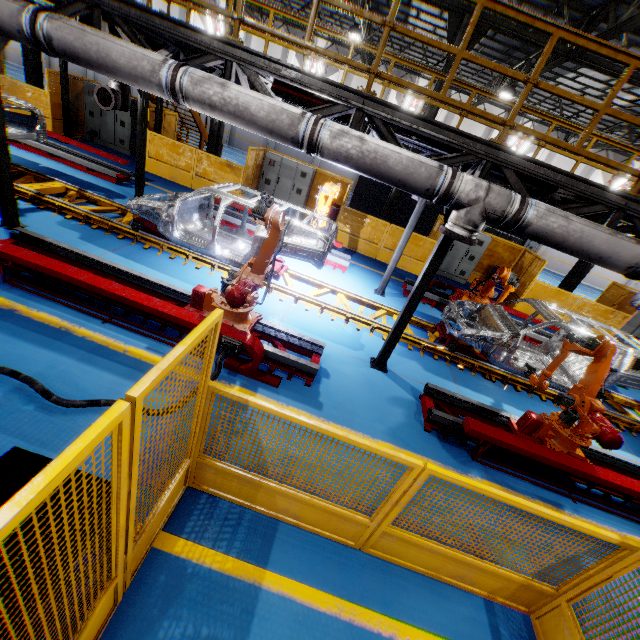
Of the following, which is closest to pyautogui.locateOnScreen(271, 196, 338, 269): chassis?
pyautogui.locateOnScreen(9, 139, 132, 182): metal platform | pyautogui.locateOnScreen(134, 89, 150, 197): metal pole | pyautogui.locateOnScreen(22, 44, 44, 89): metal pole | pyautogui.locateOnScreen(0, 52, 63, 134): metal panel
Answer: pyautogui.locateOnScreen(134, 89, 150, 197): metal pole

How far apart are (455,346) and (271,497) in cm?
572

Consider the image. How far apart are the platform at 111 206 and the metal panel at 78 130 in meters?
4.6 m

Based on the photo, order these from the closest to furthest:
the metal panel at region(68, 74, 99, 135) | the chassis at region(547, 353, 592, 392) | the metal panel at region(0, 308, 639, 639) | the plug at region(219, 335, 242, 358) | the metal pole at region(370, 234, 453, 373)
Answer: the metal panel at region(0, 308, 639, 639)
the plug at region(219, 335, 242, 358)
the metal pole at region(370, 234, 453, 373)
the chassis at region(547, 353, 592, 392)
the metal panel at region(68, 74, 99, 135)

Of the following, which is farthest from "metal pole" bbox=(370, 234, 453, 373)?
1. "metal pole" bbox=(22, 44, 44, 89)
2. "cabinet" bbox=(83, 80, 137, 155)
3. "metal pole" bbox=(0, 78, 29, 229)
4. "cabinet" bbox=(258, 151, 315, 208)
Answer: "metal pole" bbox=(22, 44, 44, 89)

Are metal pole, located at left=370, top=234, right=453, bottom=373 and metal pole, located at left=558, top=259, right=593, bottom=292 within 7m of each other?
no

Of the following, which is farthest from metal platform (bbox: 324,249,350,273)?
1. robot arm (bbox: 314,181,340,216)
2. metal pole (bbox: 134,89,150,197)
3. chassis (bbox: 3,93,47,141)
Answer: chassis (bbox: 3,93,47,141)

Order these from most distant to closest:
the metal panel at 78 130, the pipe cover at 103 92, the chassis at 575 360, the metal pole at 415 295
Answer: the metal panel at 78 130 → the pipe cover at 103 92 → the chassis at 575 360 → the metal pole at 415 295
